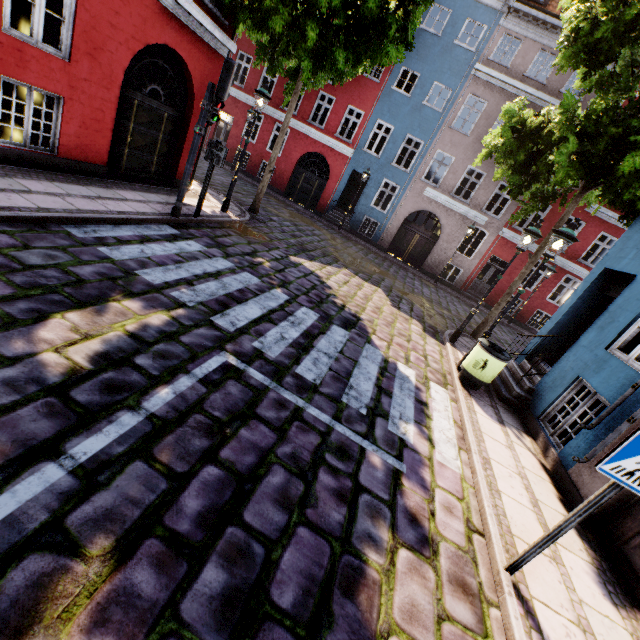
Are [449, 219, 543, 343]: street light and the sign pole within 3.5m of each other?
no

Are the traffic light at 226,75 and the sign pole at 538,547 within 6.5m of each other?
no

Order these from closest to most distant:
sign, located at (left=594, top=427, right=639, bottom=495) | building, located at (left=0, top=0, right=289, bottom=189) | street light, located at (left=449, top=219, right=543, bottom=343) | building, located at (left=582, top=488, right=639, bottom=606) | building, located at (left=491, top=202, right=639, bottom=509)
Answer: sign, located at (left=594, top=427, right=639, bottom=495) < building, located at (left=582, top=488, right=639, bottom=606) < building, located at (left=491, top=202, right=639, bottom=509) < building, located at (left=0, top=0, right=289, bottom=189) < street light, located at (left=449, top=219, right=543, bottom=343)

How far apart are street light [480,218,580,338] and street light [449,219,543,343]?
1.5 meters

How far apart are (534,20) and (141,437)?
24.0m

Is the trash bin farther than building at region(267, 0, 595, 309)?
No

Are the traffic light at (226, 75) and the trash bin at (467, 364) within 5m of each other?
no

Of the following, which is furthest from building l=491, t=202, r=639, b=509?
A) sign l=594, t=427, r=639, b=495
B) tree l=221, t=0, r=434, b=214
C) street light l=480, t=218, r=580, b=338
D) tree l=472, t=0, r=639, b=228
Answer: tree l=221, t=0, r=434, b=214
